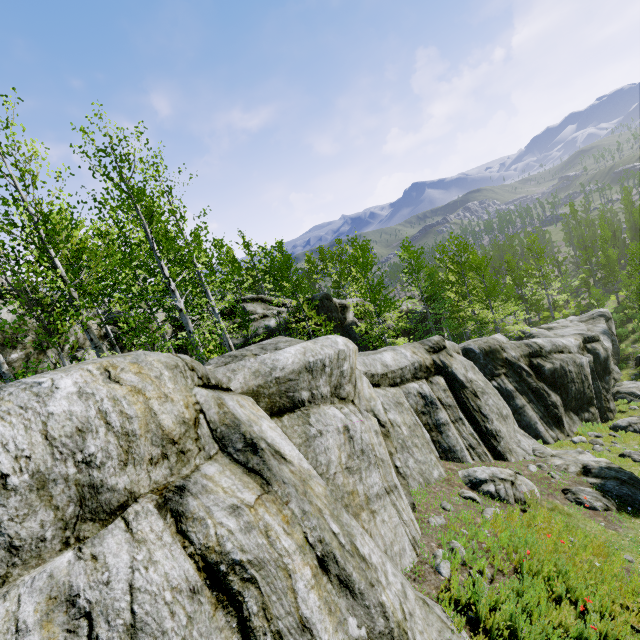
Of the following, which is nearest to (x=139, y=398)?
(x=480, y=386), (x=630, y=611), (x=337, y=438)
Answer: (x=337, y=438)

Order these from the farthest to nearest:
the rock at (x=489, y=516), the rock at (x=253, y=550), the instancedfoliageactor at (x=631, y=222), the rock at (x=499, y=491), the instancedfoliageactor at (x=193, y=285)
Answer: the instancedfoliageactor at (x=631, y=222)
the rock at (x=499, y=491)
the instancedfoliageactor at (x=193, y=285)
the rock at (x=489, y=516)
the rock at (x=253, y=550)

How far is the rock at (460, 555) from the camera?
5.6m

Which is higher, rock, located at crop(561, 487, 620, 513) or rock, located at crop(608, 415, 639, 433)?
rock, located at crop(561, 487, 620, 513)

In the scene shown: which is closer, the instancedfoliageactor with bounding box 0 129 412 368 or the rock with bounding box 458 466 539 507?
the instancedfoliageactor with bounding box 0 129 412 368

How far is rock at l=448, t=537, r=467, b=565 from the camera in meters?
5.6 m
